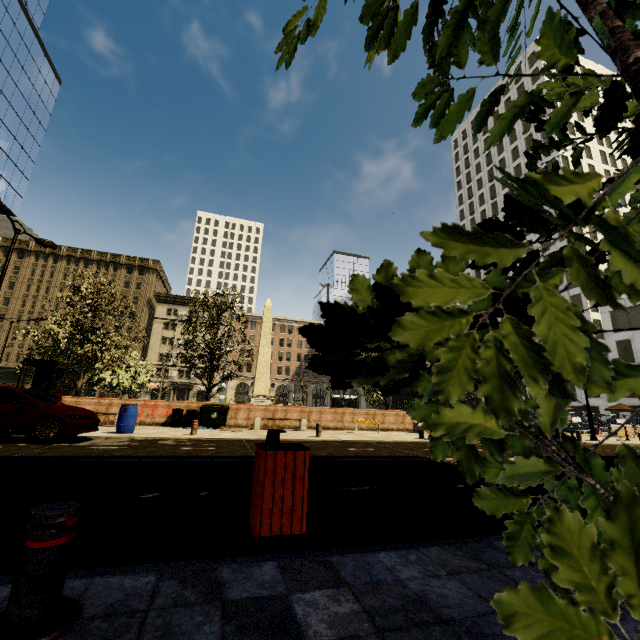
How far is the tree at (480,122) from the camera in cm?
80

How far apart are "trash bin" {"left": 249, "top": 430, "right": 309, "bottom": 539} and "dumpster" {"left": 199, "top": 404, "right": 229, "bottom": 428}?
13.3m

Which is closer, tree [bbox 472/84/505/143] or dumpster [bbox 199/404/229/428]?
tree [bbox 472/84/505/143]

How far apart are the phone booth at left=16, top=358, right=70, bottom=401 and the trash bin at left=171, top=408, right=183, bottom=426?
4.8m

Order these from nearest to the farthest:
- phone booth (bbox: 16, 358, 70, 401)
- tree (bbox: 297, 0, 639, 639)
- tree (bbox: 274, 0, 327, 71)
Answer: tree (bbox: 297, 0, 639, 639), tree (bbox: 274, 0, 327, 71), phone booth (bbox: 16, 358, 70, 401)

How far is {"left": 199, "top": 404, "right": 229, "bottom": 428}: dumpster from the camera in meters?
15.6

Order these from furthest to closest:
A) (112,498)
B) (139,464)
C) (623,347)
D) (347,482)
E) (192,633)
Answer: (623,347) < (139,464) < (347,482) < (112,498) < (192,633)

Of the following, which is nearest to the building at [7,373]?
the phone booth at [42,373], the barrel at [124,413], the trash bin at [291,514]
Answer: the trash bin at [291,514]
